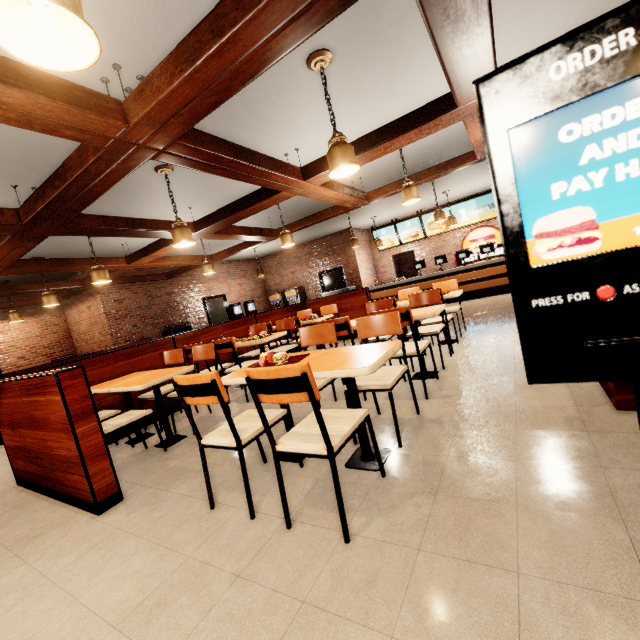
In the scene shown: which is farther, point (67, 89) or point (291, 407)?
point (291, 407)
